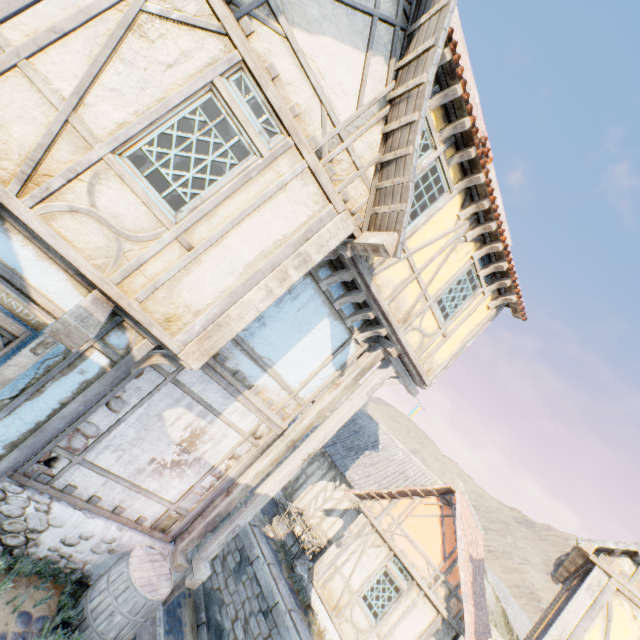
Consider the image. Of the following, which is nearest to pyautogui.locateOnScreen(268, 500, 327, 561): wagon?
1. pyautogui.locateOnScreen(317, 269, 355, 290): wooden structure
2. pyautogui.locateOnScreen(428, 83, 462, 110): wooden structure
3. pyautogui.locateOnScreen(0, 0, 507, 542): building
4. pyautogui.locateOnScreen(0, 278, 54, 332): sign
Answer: pyautogui.locateOnScreen(0, 0, 507, 542): building

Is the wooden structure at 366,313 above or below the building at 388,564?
above

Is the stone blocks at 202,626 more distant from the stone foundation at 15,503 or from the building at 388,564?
the stone foundation at 15,503

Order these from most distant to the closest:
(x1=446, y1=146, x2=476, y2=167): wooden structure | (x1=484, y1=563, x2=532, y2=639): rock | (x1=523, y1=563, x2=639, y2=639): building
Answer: (x1=484, y1=563, x2=532, y2=639): rock < (x1=523, y1=563, x2=639, y2=639): building < (x1=446, y1=146, x2=476, y2=167): wooden structure

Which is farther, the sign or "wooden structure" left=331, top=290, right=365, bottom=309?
"wooden structure" left=331, top=290, right=365, bottom=309

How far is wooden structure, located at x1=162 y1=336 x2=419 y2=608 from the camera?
6.3 meters

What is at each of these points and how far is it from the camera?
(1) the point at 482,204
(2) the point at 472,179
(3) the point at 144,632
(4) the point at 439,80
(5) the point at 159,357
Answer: (1) wooden structure, 6.2 meters
(2) wooden structure, 5.9 meters
(3) stone blocks, 5.4 meters
(4) building, 5.2 meters
(5) wooden structure, 4.3 meters

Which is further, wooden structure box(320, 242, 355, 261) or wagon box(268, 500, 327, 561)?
wagon box(268, 500, 327, 561)
